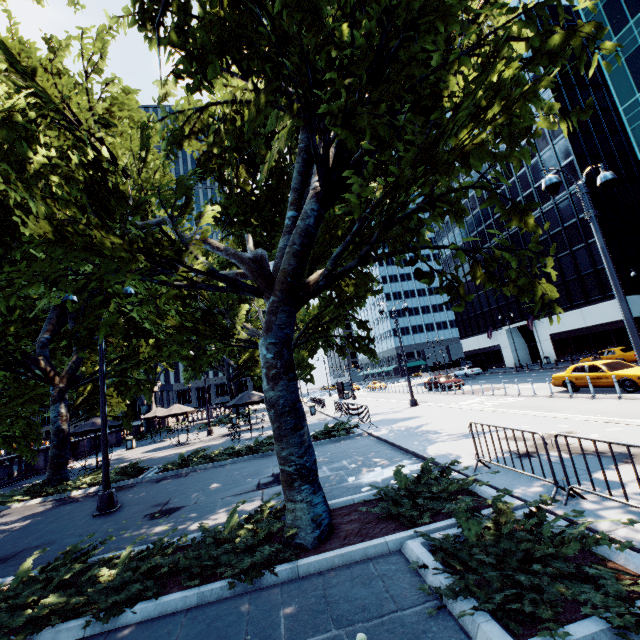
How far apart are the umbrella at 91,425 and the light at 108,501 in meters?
10.2

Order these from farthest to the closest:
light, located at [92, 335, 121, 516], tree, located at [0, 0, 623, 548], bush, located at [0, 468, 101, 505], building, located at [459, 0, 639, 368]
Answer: building, located at [459, 0, 639, 368] → bush, located at [0, 468, 101, 505] → light, located at [92, 335, 121, 516] → tree, located at [0, 0, 623, 548]

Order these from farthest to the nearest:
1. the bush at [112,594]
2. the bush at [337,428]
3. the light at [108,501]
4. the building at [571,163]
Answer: the building at [571,163], the bush at [337,428], the light at [108,501], the bush at [112,594]

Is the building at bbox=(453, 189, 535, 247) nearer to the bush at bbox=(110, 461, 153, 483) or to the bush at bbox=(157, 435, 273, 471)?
the bush at bbox=(157, 435, 273, 471)

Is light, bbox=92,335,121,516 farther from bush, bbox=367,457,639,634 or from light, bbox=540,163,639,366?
light, bbox=540,163,639,366

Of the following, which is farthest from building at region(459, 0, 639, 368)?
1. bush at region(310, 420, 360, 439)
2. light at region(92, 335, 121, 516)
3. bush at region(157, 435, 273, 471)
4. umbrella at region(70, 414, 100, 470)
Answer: umbrella at region(70, 414, 100, 470)

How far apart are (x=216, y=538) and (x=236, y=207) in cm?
1426

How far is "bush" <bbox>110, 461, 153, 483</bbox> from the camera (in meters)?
13.58
